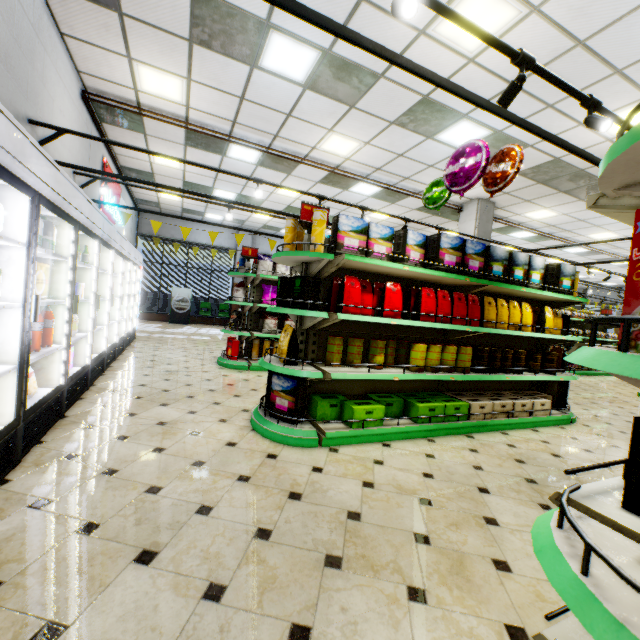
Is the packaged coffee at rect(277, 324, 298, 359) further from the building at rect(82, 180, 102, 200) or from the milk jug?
the milk jug

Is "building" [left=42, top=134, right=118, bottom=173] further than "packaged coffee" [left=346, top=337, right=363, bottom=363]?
Yes

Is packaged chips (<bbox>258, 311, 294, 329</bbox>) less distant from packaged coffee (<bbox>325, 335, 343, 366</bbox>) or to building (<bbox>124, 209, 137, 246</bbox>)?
building (<bbox>124, 209, 137, 246</bbox>)

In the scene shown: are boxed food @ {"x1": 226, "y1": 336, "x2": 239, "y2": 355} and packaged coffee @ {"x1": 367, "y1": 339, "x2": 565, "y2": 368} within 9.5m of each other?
yes

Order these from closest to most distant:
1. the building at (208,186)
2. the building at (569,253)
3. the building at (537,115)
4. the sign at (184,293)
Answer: the building at (537,115), the building at (208,186), the building at (569,253), the sign at (184,293)

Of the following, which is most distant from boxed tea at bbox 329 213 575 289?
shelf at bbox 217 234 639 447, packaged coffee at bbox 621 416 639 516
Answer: packaged coffee at bbox 621 416 639 516

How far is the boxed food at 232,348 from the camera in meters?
6.5 m

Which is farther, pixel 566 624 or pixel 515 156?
pixel 515 156
